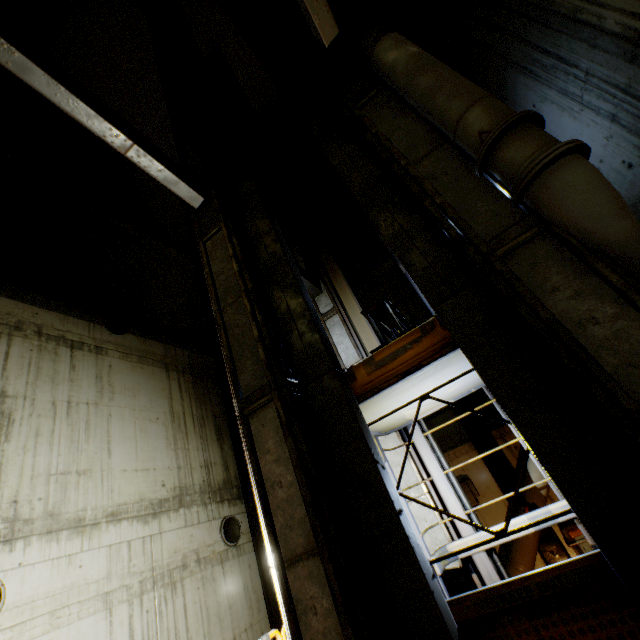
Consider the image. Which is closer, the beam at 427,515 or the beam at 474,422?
the beam at 427,515

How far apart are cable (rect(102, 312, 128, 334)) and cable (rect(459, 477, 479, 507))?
10.5m

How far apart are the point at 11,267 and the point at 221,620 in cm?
1070

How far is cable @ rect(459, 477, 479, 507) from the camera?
7.6 meters

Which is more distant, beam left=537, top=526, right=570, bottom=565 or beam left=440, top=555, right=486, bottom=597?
beam left=537, top=526, right=570, bottom=565

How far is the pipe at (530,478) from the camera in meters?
6.9 m

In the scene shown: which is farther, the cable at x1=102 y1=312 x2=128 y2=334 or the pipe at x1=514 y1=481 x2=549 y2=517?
the cable at x1=102 y1=312 x2=128 y2=334

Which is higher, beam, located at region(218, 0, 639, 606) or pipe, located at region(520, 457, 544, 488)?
beam, located at region(218, 0, 639, 606)
